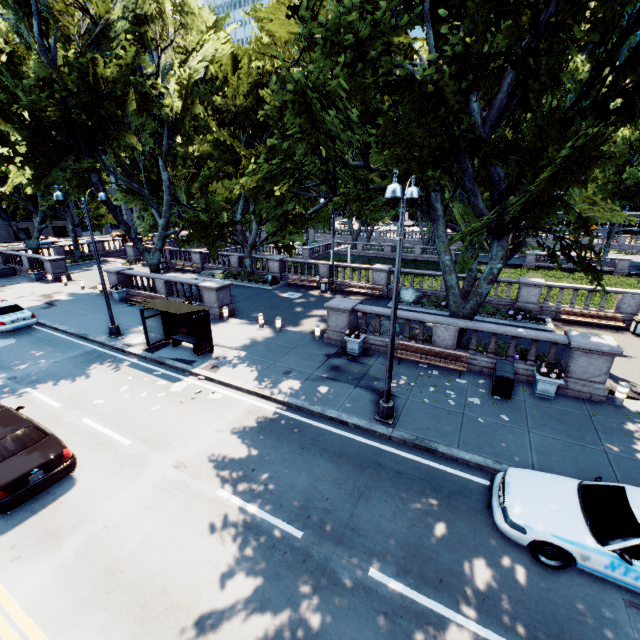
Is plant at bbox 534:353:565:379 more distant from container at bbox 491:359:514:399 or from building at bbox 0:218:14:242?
building at bbox 0:218:14:242

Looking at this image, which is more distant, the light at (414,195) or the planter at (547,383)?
the planter at (547,383)

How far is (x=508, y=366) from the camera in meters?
12.3

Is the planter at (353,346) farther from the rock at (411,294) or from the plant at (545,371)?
the rock at (411,294)

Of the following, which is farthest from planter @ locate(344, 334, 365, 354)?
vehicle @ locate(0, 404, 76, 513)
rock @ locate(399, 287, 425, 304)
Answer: vehicle @ locate(0, 404, 76, 513)

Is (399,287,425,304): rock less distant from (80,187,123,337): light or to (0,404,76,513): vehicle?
(80,187,123,337): light

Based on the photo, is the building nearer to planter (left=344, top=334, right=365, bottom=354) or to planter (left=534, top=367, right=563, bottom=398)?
planter (left=344, top=334, right=365, bottom=354)

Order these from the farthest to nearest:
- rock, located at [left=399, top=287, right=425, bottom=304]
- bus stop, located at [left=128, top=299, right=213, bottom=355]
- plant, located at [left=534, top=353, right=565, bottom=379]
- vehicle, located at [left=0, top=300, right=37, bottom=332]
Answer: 1. rock, located at [left=399, top=287, right=425, bottom=304]
2. vehicle, located at [left=0, top=300, right=37, bottom=332]
3. bus stop, located at [left=128, top=299, right=213, bottom=355]
4. plant, located at [left=534, top=353, right=565, bottom=379]
